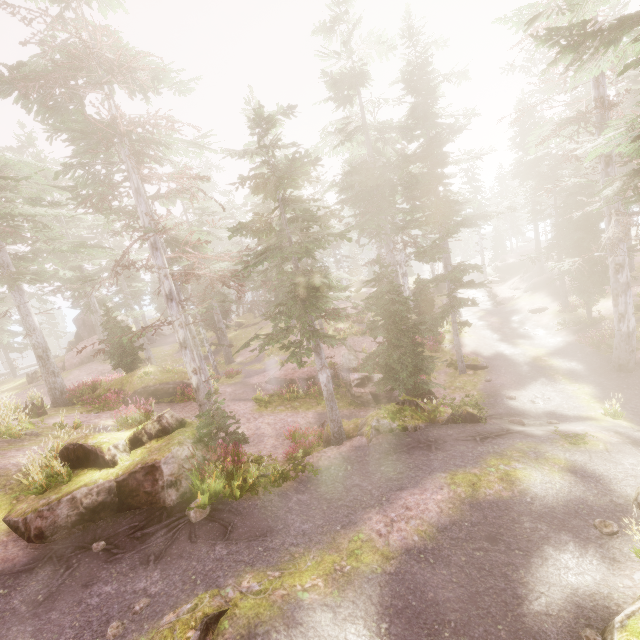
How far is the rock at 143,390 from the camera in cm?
1922

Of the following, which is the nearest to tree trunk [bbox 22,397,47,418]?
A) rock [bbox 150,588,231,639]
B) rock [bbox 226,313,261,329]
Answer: rock [bbox 150,588,231,639]

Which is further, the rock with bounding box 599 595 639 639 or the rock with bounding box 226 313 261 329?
the rock with bounding box 226 313 261 329

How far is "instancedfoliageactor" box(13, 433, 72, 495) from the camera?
8.7 meters

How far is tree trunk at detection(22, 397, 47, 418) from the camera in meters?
16.2 m

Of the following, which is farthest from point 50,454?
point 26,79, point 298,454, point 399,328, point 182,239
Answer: point 26,79

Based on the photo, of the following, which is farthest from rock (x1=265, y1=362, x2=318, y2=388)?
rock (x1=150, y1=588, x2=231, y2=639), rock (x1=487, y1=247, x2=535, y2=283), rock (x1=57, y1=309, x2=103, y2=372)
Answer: rock (x1=487, y1=247, x2=535, y2=283)

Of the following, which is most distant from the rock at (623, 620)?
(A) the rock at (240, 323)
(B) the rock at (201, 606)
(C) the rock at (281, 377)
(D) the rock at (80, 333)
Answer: (A) the rock at (240, 323)
